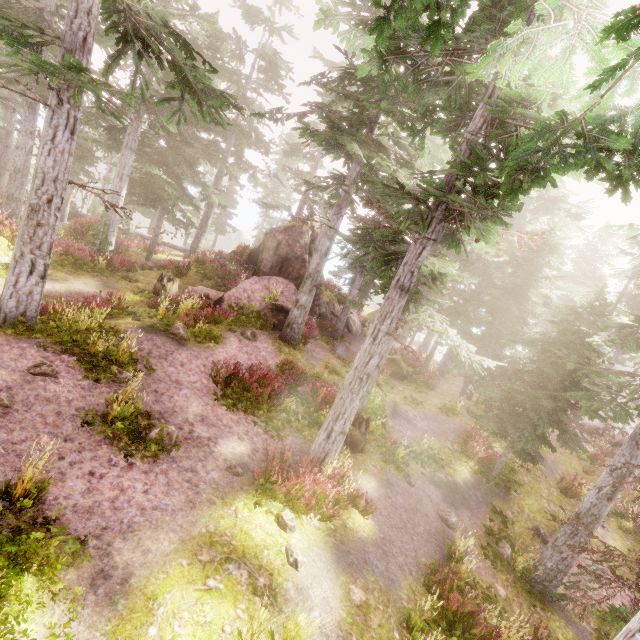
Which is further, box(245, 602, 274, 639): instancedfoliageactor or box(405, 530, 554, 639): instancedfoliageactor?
box(405, 530, 554, 639): instancedfoliageactor

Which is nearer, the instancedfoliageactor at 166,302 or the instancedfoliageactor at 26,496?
the instancedfoliageactor at 26,496

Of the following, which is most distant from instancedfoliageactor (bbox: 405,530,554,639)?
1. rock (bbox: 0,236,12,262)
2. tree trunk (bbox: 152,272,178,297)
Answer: tree trunk (bbox: 152,272,178,297)

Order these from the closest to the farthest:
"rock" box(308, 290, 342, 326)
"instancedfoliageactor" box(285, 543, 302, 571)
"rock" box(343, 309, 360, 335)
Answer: "instancedfoliageactor" box(285, 543, 302, 571) < "rock" box(308, 290, 342, 326) < "rock" box(343, 309, 360, 335)

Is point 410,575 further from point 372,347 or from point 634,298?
point 634,298

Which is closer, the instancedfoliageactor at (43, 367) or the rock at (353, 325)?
the instancedfoliageactor at (43, 367)

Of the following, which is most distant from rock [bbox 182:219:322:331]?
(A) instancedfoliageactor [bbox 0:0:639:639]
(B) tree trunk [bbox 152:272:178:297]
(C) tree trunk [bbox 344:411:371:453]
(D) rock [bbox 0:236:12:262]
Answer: (C) tree trunk [bbox 344:411:371:453]

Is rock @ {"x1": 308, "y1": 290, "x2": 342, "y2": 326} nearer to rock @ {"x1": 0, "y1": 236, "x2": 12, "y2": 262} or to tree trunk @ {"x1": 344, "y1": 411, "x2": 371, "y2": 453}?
rock @ {"x1": 0, "y1": 236, "x2": 12, "y2": 262}
